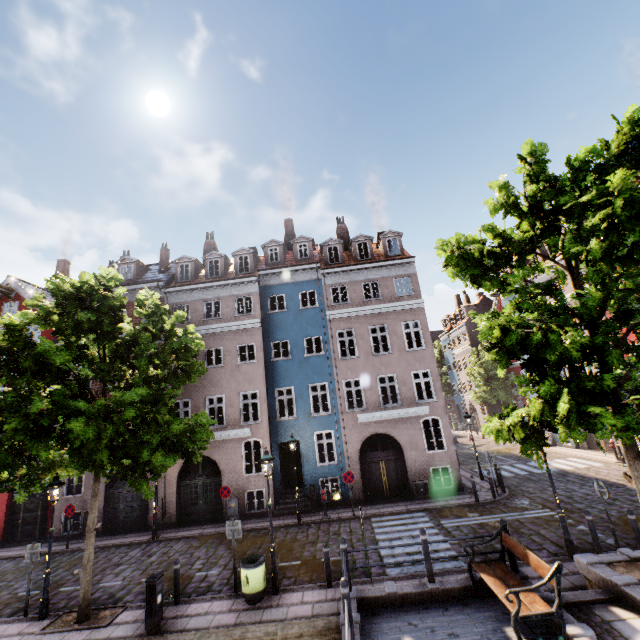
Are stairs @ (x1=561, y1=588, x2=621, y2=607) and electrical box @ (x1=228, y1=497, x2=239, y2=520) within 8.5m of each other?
no

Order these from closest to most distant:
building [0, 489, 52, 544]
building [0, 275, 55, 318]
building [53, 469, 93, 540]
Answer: building [53, 469, 93, 540] → building [0, 489, 52, 544] → building [0, 275, 55, 318]

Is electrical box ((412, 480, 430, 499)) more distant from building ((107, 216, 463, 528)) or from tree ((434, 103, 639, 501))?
tree ((434, 103, 639, 501))

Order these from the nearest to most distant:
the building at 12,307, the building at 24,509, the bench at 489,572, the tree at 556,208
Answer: the bench at 489,572 < the tree at 556,208 < the building at 24,509 < the building at 12,307

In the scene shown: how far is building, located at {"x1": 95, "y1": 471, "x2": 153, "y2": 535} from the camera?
17.1m

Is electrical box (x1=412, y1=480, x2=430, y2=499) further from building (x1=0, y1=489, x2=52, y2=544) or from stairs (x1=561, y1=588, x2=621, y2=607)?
stairs (x1=561, y1=588, x2=621, y2=607)

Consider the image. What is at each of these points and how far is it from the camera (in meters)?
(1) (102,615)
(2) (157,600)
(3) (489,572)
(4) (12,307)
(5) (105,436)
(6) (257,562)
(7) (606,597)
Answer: (1) tree planter, 9.29
(2) electrical box, 8.28
(3) bench, 7.09
(4) building, 21.58
(5) tree, 8.37
(6) trash bin, 9.16
(7) stairs, 6.57

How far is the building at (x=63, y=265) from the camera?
29.67m
